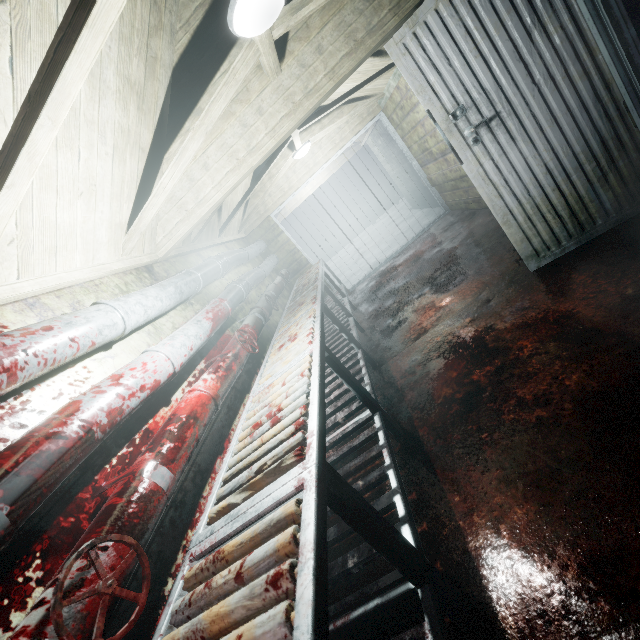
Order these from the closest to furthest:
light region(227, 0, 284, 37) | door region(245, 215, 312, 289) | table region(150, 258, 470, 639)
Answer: table region(150, 258, 470, 639), light region(227, 0, 284, 37), door region(245, 215, 312, 289)

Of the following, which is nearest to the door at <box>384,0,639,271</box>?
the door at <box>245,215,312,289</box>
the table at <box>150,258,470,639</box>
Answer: the table at <box>150,258,470,639</box>

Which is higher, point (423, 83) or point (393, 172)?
point (423, 83)

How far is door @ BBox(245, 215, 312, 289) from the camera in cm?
571

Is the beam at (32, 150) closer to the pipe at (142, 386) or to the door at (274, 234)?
the pipe at (142, 386)

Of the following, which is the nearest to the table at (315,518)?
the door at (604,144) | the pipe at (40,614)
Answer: the pipe at (40,614)

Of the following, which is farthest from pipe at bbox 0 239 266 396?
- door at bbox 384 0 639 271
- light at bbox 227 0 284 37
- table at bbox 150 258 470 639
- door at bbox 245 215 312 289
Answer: door at bbox 384 0 639 271

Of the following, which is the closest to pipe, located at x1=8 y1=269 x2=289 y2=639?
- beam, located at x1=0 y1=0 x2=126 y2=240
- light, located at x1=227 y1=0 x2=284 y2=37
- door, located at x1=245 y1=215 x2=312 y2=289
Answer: door, located at x1=245 y1=215 x2=312 y2=289
